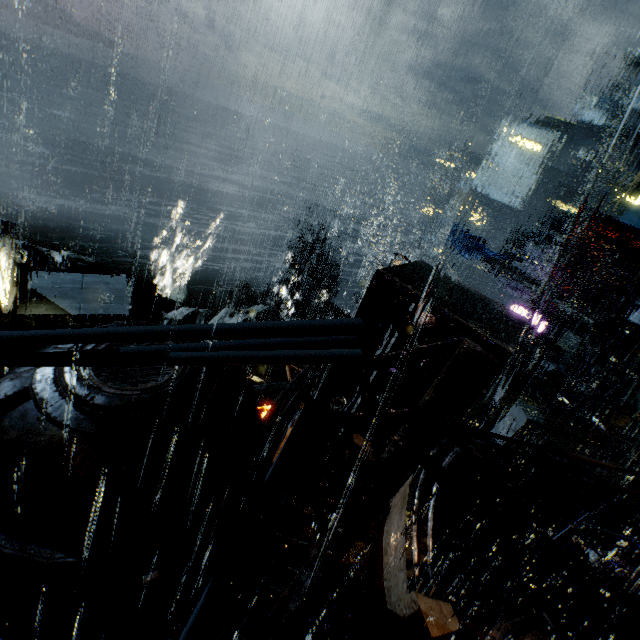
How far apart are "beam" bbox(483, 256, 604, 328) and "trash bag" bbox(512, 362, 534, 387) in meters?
10.0

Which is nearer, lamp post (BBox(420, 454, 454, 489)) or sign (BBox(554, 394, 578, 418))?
lamp post (BBox(420, 454, 454, 489))

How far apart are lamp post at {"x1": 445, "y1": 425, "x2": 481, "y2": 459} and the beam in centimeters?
2688cm

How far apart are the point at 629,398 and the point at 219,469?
25.1 meters

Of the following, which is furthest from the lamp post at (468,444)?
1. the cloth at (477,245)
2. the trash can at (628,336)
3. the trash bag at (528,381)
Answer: the cloth at (477,245)

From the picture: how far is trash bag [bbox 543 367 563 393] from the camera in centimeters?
1698cm

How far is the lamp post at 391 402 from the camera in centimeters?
264cm

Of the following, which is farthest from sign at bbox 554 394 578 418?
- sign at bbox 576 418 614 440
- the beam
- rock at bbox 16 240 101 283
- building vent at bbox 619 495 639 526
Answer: rock at bbox 16 240 101 283
